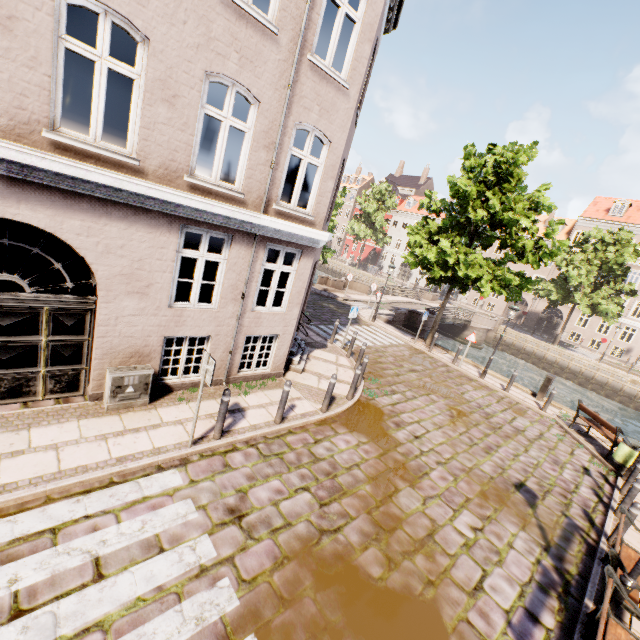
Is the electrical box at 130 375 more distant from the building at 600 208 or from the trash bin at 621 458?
the building at 600 208

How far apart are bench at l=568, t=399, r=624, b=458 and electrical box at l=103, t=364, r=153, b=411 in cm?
1375

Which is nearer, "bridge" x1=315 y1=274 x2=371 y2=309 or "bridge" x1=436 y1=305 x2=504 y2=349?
"bridge" x1=315 y1=274 x2=371 y2=309

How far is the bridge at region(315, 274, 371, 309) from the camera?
25.0m

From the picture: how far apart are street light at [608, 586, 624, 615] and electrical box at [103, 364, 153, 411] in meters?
8.4 m

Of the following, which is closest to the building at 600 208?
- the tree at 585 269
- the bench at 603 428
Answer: the tree at 585 269

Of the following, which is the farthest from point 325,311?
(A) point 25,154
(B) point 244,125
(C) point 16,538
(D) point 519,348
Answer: (D) point 519,348

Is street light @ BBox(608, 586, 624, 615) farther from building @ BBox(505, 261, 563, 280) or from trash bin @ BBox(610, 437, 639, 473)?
building @ BBox(505, 261, 563, 280)
